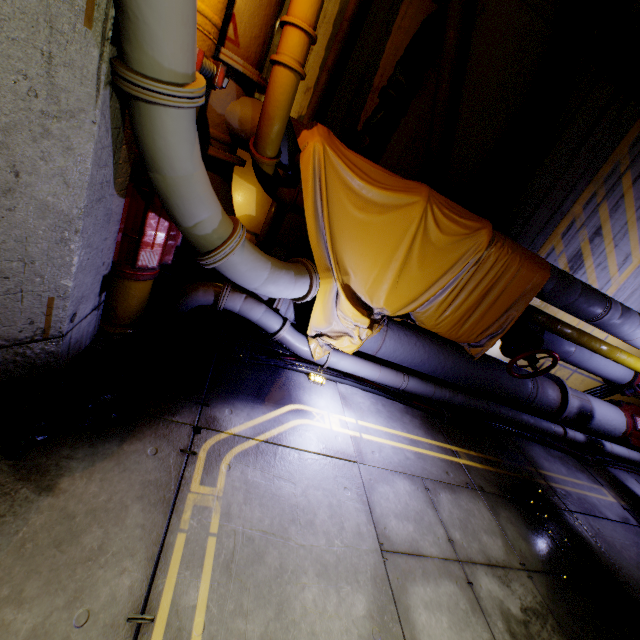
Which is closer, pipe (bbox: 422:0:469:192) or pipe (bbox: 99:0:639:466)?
pipe (bbox: 99:0:639:466)

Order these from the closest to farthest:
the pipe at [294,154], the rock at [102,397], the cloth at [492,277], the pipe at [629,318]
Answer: the pipe at [294,154] < the rock at [102,397] < the cloth at [492,277] < the pipe at [629,318]

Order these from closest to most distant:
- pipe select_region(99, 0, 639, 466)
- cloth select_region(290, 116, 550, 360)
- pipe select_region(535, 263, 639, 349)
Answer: pipe select_region(99, 0, 639, 466) → cloth select_region(290, 116, 550, 360) → pipe select_region(535, 263, 639, 349)

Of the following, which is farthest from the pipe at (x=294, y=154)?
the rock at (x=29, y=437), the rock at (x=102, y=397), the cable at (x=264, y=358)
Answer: the rock at (x=29, y=437)

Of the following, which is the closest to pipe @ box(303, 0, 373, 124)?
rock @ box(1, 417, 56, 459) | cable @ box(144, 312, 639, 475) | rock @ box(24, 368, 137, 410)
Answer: cable @ box(144, 312, 639, 475)

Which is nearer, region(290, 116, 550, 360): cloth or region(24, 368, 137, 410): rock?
region(24, 368, 137, 410): rock

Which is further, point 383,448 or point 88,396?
point 383,448

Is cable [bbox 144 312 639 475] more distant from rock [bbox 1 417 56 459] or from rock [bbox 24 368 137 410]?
rock [bbox 1 417 56 459]
